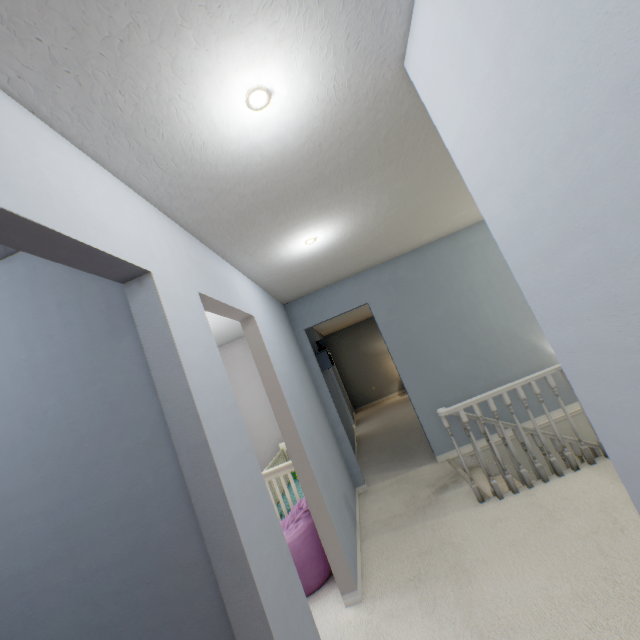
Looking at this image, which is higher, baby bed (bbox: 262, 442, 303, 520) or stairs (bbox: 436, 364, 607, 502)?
baby bed (bbox: 262, 442, 303, 520)

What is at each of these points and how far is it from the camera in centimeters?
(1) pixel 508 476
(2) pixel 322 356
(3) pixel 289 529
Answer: (1) stairs, 264cm
(2) shelf, 545cm
(3) bean bag, 258cm

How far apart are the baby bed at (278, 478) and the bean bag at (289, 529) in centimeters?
5cm

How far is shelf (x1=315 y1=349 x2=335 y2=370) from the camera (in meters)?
5.42

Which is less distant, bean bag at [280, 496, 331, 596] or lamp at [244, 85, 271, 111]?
lamp at [244, 85, 271, 111]

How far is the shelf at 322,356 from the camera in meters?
5.4 m

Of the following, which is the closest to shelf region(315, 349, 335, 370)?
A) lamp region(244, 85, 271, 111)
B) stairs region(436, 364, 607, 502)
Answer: stairs region(436, 364, 607, 502)

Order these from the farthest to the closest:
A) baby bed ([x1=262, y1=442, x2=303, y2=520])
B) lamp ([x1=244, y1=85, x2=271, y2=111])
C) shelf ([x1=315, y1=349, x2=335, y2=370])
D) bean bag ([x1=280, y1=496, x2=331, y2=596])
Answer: shelf ([x1=315, y1=349, x2=335, y2=370]) → baby bed ([x1=262, y1=442, x2=303, y2=520]) → bean bag ([x1=280, y1=496, x2=331, y2=596]) → lamp ([x1=244, y1=85, x2=271, y2=111])
